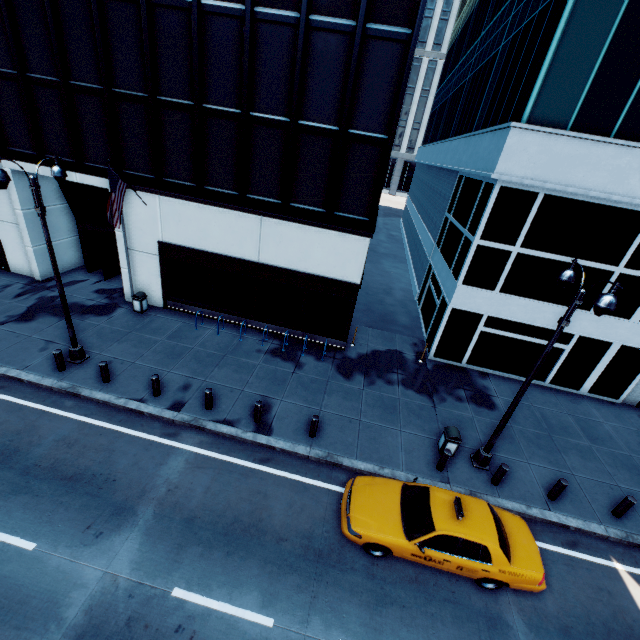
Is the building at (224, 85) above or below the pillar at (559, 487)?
above

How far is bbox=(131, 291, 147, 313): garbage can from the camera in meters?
16.5

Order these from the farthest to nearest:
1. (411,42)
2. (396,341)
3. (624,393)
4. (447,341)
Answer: (396,341) → (447,341) → (624,393) → (411,42)

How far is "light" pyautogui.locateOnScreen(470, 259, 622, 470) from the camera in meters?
7.5 m

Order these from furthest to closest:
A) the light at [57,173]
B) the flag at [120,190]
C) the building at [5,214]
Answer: the building at [5,214], the flag at [120,190], the light at [57,173]

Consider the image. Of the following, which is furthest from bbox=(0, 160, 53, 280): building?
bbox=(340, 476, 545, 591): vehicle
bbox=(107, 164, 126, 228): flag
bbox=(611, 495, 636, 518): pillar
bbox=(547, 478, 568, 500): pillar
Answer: bbox=(611, 495, 636, 518): pillar

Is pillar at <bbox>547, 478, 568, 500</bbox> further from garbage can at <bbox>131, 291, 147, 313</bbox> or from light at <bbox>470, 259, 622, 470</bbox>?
garbage can at <bbox>131, 291, 147, 313</bbox>

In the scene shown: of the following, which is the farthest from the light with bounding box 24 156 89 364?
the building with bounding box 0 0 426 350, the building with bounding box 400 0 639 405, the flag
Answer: the building with bounding box 400 0 639 405
